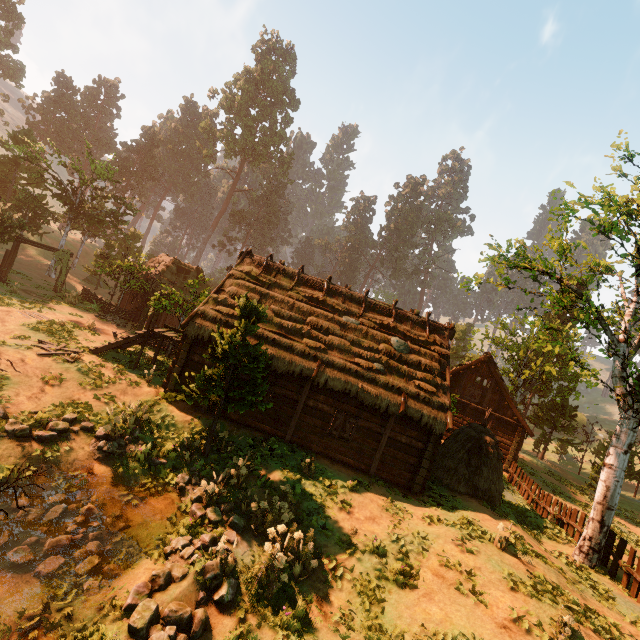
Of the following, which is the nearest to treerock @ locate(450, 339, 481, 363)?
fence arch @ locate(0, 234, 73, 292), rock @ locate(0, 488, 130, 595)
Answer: fence arch @ locate(0, 234, 73, 292)

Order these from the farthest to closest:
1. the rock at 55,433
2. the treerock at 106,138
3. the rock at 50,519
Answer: the treerock at 106,138 → the rock at 55,433 → the rock at 50,519

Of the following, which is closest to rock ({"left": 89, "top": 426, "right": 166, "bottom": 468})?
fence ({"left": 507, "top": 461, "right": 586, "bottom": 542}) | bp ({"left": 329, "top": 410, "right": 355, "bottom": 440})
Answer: bp ({"left": 329, "top": 410, "right": 355, "bottom": 440})

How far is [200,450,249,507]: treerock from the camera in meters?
10.0 m

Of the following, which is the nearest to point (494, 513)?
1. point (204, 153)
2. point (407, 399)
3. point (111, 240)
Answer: point (407, 399)

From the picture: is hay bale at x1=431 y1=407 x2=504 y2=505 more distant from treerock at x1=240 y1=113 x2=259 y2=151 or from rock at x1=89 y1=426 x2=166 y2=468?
rock at x1=89 y1=426 x2=166 y2=468

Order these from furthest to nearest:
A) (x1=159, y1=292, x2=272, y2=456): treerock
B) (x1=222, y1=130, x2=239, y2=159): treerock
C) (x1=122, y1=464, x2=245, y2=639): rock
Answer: (x1=222, y1=130, x2=239, y2=159): treerock < (x1=159, y1=292, x2=272, y2=456): treerock < (x1=122, y1=464, x2=245, y2=639): rock

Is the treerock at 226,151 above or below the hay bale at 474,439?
above
